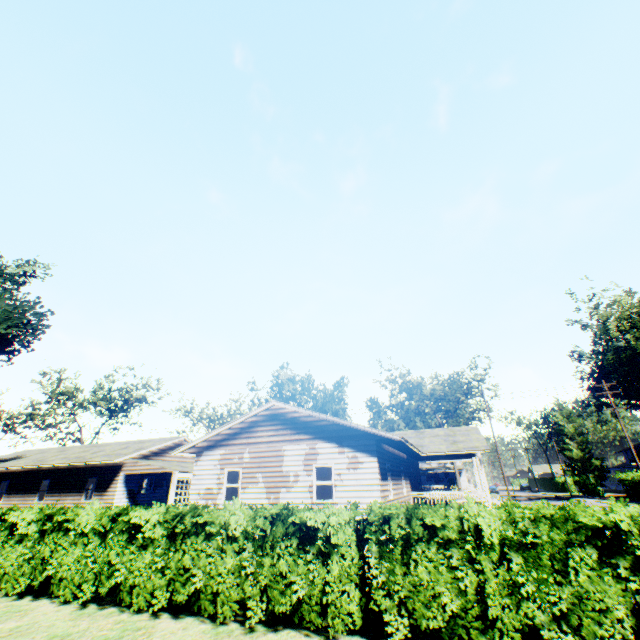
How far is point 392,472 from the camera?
17.48m

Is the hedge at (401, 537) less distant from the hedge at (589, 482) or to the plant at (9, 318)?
the plant at (9, 318)

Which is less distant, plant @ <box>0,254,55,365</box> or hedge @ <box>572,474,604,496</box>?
plant @ <box>0,254,55,365</box>

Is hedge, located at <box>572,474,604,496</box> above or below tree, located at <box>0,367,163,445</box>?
below

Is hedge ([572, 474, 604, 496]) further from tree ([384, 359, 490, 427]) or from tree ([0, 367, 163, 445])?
tree ([0, 367, 163, 445])

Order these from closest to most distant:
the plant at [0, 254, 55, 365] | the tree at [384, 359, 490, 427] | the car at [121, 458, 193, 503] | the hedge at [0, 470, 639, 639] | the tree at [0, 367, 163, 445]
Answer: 1. the hedge at [0, 470, 639, 639]
2. the car at [121, 458, 193, 503]
3. the plant at [0, 254, 55, 365]
4. the tree at [0, 367, 163, 445]
5. the tree at [384, 359, 490, 427]

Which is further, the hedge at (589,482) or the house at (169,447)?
the hedge at (589,482)

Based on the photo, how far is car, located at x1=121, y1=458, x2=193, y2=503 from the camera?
20.9m
